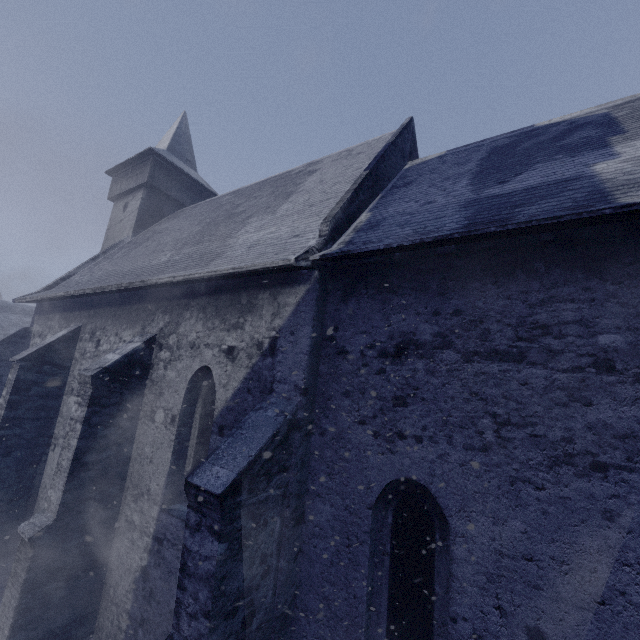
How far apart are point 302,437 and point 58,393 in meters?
8.7 m
